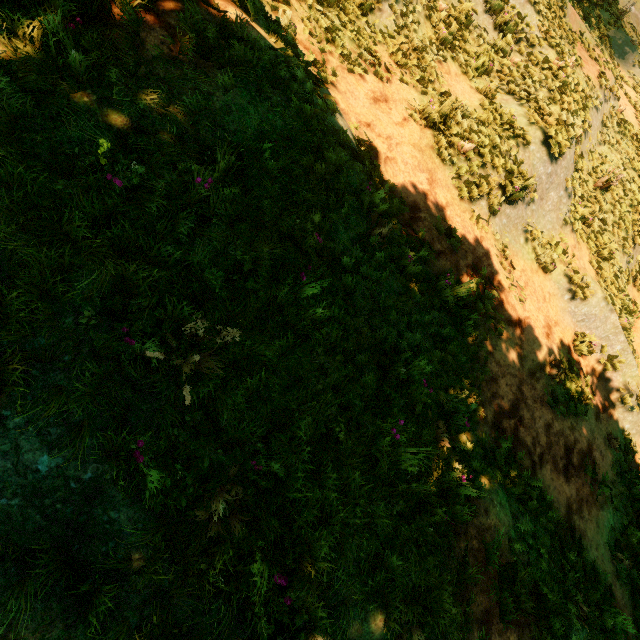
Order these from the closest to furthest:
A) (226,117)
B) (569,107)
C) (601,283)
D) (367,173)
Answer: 1. (226,117)
2. (367,173)
3. (569,107)
4. (601,283)
